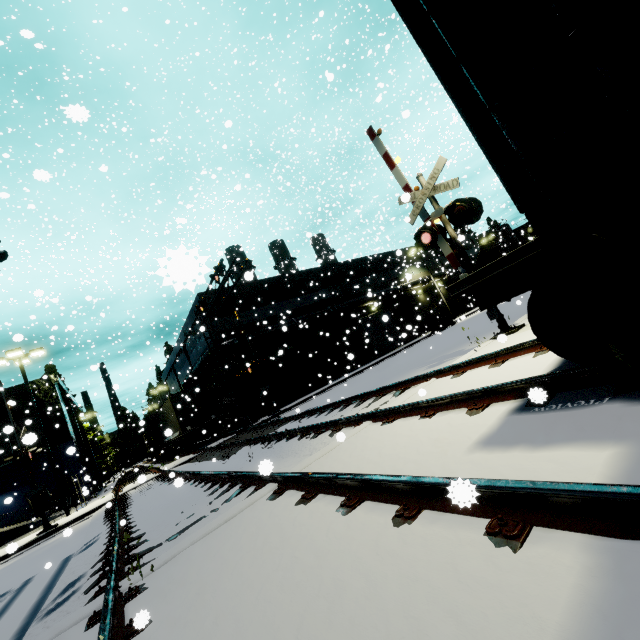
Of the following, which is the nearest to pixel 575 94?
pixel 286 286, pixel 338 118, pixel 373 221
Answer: pixel 338 118

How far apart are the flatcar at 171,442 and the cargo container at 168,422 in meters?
0.0 m

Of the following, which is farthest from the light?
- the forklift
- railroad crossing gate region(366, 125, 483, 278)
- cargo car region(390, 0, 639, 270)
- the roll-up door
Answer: the forklift

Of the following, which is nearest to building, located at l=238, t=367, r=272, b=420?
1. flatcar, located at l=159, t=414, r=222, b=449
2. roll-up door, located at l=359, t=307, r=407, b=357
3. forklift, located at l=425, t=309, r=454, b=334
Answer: roll-up door, located at l=359, t=307, r=407, b=357

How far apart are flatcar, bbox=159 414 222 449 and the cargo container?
0.0 meters

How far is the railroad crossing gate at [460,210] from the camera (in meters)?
8.49

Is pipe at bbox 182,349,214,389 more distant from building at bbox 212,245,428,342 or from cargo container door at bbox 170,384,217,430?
cargo container door at bbox 170,384,217,430

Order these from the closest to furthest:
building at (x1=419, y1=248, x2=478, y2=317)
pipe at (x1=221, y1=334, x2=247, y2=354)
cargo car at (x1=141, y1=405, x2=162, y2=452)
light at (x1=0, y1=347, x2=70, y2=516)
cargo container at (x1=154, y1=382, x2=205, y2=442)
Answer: light at (x1=0, y1=347, x2=70, y2=516) < cargo container at (x1=154, y1=382, x2=205, y2=442) < pipe at (x1=221, y1=334, x2=247, y2=354) < cargo car at (x1=141, y1=405, x2=162, y2=452) < building at (x1=419, y1=248, x2=478, y2=317)
